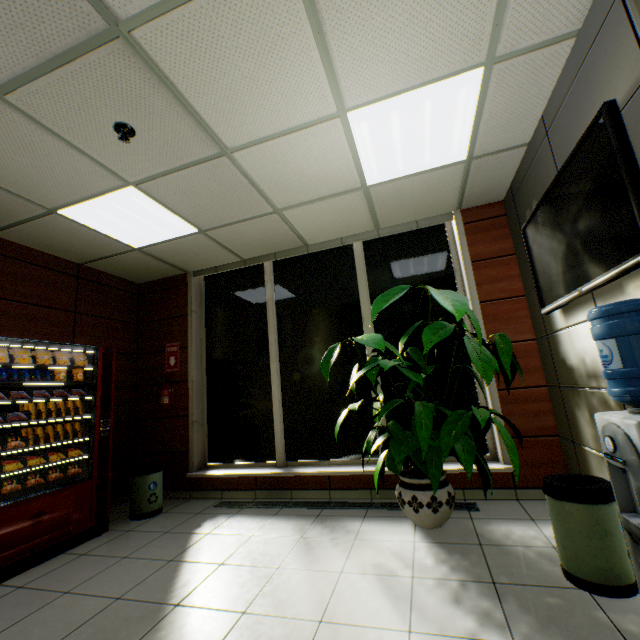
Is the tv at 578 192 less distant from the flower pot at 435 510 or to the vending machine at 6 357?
the flower pot at 435 510

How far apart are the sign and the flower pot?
3.4m

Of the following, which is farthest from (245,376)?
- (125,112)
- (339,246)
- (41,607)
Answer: (125,112)

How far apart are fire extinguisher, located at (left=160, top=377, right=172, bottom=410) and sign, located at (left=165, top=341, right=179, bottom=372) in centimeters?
17cm

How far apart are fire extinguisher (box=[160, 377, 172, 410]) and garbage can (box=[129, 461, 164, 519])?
0.89m

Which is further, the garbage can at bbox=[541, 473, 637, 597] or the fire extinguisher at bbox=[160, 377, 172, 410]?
the fire extinguisher at bbox=[160, 377, 172, 410]

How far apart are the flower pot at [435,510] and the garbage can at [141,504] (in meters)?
2.87

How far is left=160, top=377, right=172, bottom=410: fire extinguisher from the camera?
4.6m
